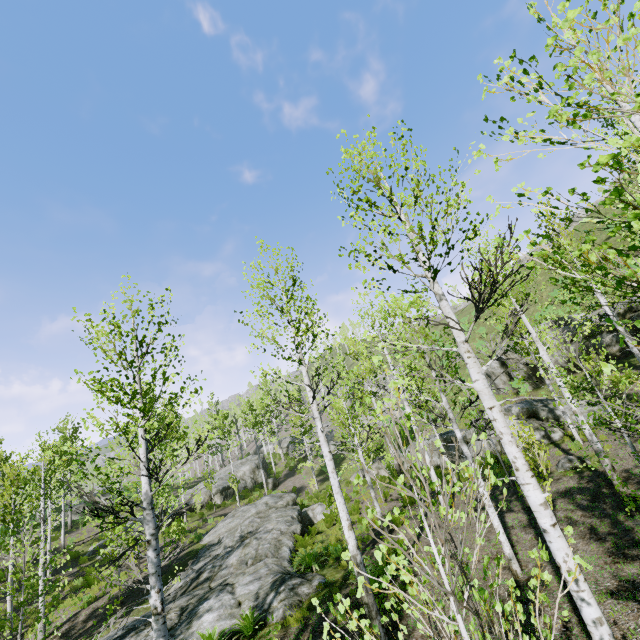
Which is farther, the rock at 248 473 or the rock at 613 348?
the rock at 248 473

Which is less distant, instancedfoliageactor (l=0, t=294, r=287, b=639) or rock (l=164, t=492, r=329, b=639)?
instancedfoliageactor (l=0, t=294, r=287, b=639)

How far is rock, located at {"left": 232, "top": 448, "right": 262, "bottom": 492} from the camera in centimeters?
3344cm

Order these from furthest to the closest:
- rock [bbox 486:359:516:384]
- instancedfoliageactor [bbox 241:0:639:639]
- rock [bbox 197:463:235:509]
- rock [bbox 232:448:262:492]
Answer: rock [bbox 232:448:262:492] → rock [bbox 197:463:235:509] → rock [bbox 486:359:516:384] → instancedfoliageactor [bbox 241:0:639:639]

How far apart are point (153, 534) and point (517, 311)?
13.2m

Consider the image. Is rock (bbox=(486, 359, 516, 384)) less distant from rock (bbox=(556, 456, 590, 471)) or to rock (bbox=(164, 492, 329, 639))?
rock (bbox=(556, 456, 590, 471))

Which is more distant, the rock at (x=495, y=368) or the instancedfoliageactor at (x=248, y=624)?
the rock at (x=495, y=368)

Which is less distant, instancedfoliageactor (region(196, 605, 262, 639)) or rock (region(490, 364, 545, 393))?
instancedfoliageactor (region(196, 605, 262, 639))
